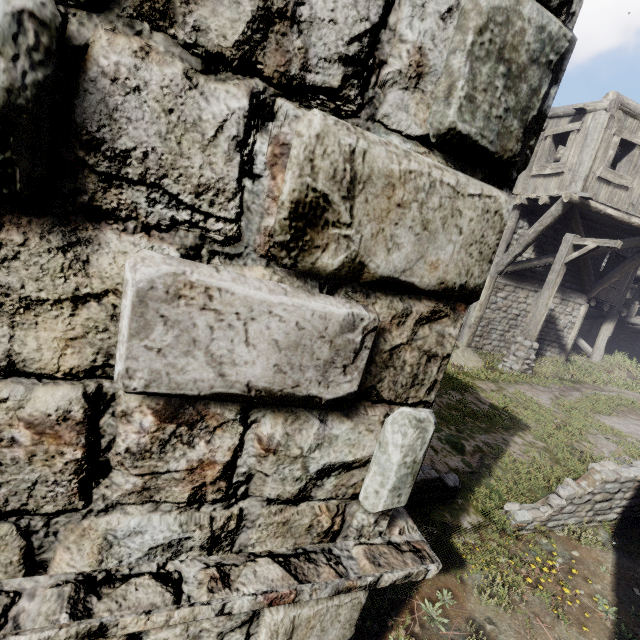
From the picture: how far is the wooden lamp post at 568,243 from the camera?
9.5 meters

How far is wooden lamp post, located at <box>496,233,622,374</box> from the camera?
9.47m

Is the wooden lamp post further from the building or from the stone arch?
the stone arch

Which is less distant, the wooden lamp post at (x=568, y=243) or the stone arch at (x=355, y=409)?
the stone arch at (x=355, y=409)

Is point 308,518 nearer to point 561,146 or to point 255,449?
point 255,449

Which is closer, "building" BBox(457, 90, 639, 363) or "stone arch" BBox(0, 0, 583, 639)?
"stone arch" BBox(0, 0, 583, 639)

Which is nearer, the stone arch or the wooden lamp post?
the stone arch
